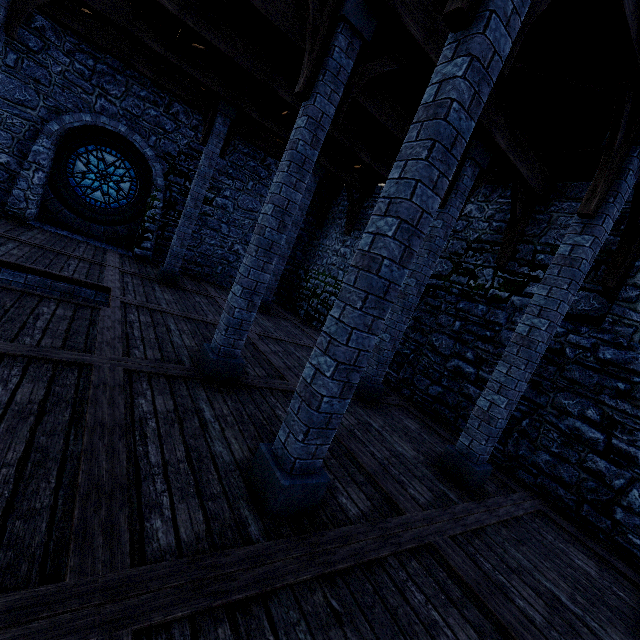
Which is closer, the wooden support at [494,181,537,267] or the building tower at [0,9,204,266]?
the wooden support at [494,181,537,267]

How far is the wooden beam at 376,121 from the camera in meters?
6.3

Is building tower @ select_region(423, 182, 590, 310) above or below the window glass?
above

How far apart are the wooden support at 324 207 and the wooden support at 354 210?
2.0m

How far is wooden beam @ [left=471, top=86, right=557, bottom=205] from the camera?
5.46m

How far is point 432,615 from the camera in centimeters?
246cm

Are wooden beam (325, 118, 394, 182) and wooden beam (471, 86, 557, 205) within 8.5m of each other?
yes

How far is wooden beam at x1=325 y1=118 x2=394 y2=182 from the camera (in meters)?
8.35
